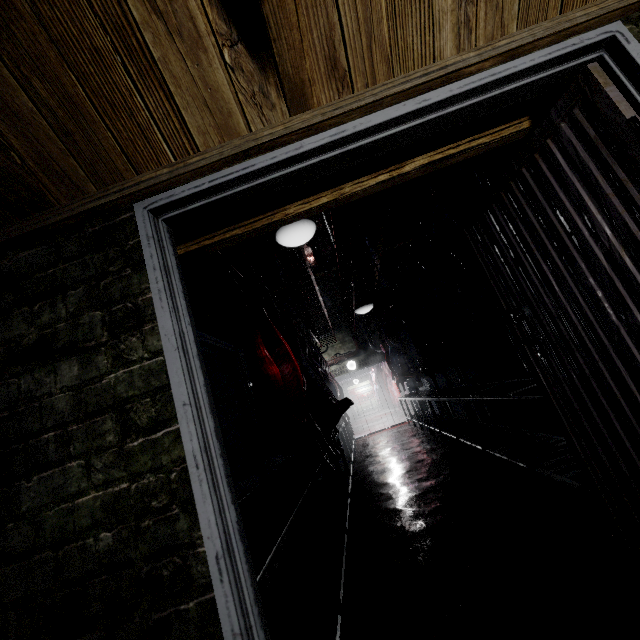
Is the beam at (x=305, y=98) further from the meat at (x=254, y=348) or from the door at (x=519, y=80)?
the meat at (x=254, y=348)

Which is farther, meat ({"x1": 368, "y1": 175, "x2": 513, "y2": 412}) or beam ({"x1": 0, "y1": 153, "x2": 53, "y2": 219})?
meat ({"x1": 368, "y1": 175, "x2": 513, "y2": 412})

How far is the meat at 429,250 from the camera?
2.85m

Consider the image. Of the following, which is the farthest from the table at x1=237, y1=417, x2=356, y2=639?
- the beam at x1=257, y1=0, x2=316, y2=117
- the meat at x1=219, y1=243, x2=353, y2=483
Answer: the beam at x1=257, y1=0, x2=316, y2=117

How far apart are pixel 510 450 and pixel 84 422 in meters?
3.6

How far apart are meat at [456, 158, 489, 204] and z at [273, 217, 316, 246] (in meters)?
1.08

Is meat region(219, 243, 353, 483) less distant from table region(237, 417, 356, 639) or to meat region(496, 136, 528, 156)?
table region(237, 417, 356, 639)

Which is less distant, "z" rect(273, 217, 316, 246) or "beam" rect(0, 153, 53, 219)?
"beam" rect(0, 153, 53, 219)
